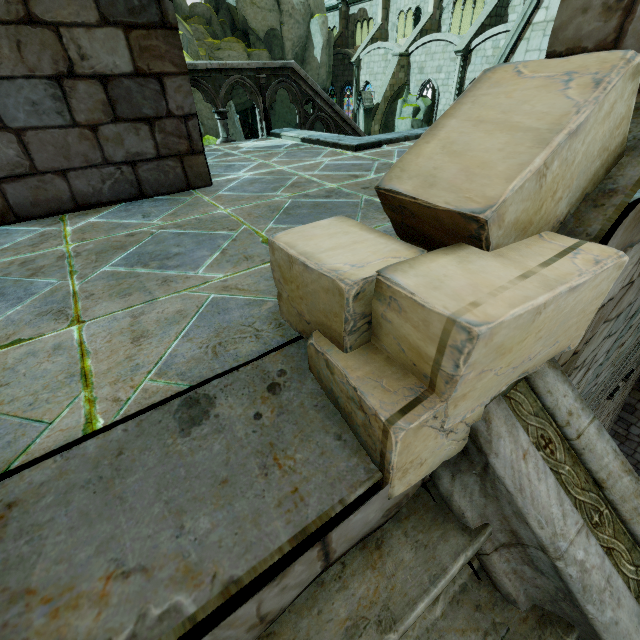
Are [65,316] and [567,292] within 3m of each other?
yes

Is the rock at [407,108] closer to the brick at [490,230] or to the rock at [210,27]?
the rock at [210,27]

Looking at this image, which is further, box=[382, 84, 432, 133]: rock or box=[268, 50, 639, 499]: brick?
box=[382, 84, 432, 133]: rock

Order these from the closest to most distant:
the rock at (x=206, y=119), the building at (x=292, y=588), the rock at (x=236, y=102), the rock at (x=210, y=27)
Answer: the building at (x=292, y=588) → the rock at (x=206, y=119) → the rock at (x=236, y=102) → the rock at (x=210, y=27)

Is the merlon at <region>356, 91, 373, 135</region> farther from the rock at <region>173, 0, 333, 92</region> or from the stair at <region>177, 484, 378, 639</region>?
the stair at <region>177, 484, 378, 639</region>

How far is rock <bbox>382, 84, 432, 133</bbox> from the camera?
27.73m

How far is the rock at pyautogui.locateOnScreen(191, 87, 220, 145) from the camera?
9.37m

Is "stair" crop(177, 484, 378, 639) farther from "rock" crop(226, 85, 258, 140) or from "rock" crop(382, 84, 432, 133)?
"rock" crop(382, 84, 432, 133)
